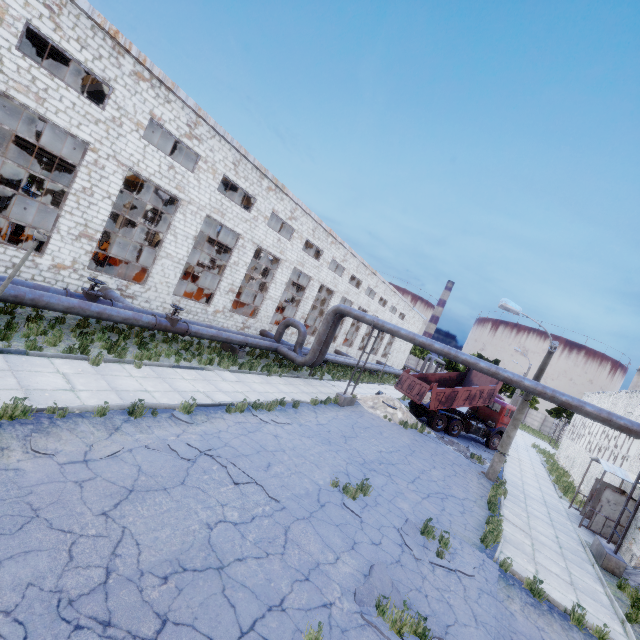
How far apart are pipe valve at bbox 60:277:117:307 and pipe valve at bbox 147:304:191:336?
1.1m

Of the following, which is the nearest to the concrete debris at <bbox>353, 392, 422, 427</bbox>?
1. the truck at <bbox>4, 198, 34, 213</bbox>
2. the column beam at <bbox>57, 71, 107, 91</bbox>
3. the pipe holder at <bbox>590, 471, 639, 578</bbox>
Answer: the pipe holder at <bbox>590, 471, 639, 578</bbox>

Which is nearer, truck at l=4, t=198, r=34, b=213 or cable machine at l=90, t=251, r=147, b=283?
cable machine at l=90, t=251, r=147, b=283

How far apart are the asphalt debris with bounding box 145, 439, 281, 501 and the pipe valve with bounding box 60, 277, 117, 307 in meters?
7.8 m

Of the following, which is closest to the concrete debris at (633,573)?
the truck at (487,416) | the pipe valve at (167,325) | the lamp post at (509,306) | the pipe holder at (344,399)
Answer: the lamp post at (509,306)

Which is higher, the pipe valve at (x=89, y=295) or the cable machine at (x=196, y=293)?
the cable machine at (x=196, y=293)

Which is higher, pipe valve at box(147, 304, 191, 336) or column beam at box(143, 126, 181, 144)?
column beam at box(143, 126, 181, 144)

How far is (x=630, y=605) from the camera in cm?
958
